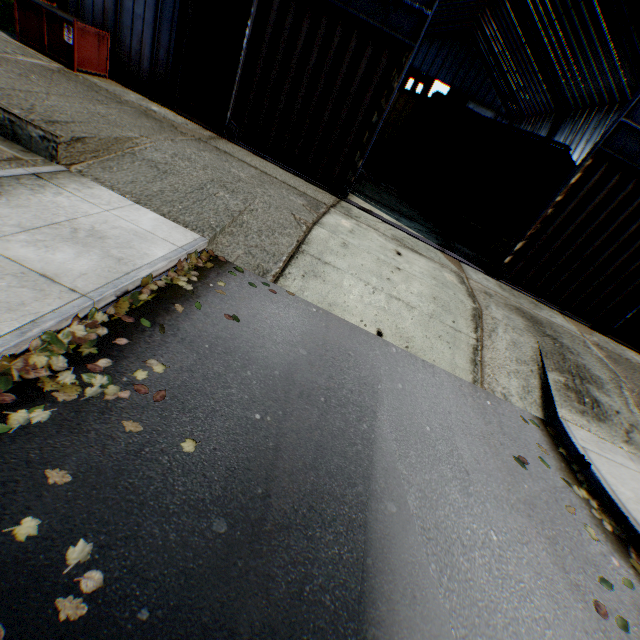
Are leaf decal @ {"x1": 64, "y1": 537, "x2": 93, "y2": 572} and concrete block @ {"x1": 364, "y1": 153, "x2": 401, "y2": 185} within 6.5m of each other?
no

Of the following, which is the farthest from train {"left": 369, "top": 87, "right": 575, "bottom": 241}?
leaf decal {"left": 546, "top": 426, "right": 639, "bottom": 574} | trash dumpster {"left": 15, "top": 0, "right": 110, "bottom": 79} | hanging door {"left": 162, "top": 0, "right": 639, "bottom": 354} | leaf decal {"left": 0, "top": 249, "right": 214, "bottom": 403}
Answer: trash dumpster {"left": 15, "top": 0, "right": 110, "bottom": 79}

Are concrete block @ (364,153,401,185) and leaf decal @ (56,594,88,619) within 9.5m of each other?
no

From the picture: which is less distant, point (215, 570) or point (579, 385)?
point (215, 570)

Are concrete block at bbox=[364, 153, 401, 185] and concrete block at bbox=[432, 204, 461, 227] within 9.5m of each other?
yes

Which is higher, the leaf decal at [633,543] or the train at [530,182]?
the train at [530,182]

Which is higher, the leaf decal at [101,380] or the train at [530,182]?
the train at [530,182]

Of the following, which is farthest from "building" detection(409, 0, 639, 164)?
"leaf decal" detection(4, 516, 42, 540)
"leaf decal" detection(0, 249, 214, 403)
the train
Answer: "leaf decal" detection(4, 516, 42, 540)
